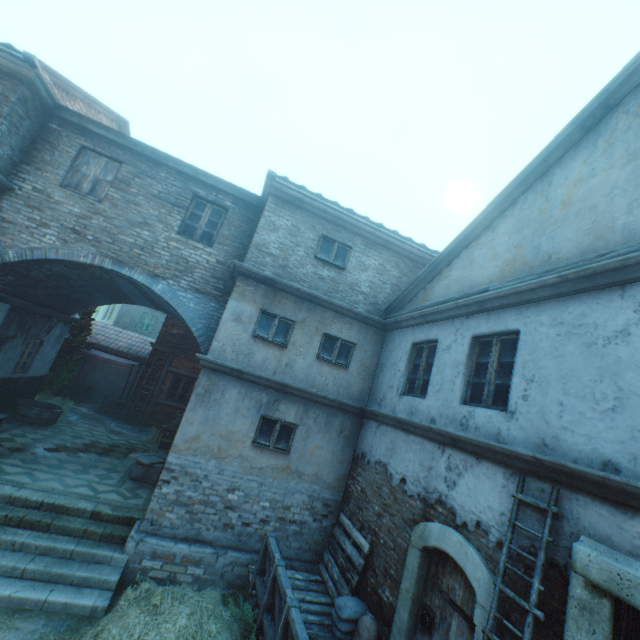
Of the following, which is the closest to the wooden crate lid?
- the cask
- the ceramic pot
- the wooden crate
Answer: the wooden crate

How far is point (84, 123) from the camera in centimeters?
855cm

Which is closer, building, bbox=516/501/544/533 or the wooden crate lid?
building, bbox=516/501/544/533

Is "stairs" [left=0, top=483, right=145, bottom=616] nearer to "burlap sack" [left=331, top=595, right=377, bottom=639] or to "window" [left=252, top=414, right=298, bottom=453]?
"window" [left=252, top=414, right=298, bottom=453]

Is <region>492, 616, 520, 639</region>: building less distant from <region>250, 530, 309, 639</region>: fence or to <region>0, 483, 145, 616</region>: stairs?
<region>0, 483, 145, 616</region>: stairs

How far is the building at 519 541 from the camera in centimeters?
383cm

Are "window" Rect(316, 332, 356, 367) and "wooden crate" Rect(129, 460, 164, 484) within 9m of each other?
yes

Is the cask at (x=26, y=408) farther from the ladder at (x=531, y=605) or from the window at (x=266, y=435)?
the ladder at (x=531, y=605)
